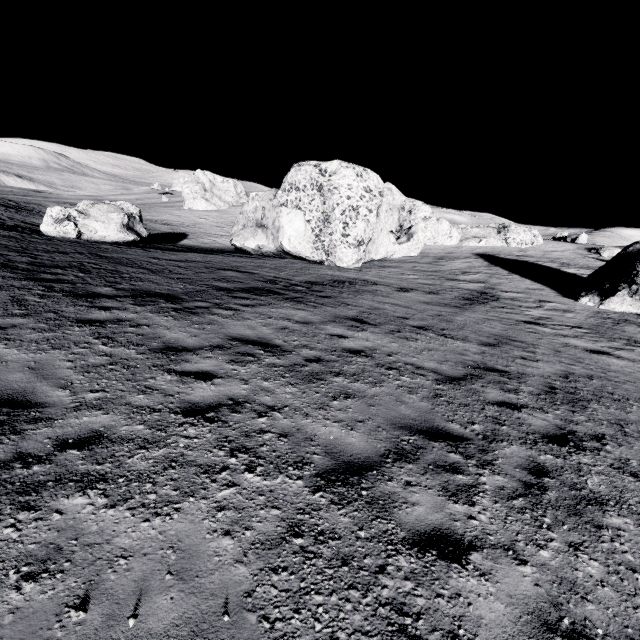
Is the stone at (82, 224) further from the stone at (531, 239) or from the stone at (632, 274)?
the stone at (632, 274)

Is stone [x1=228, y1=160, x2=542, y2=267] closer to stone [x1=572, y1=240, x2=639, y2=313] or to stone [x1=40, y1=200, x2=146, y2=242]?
stone [x1=40, y1=200, x2=146, y2=242]

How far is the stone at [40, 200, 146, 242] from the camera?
18.94m

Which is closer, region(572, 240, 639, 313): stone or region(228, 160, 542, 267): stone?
region(572, 240, 639, 313): stone

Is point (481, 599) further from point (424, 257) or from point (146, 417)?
point (424, 257)

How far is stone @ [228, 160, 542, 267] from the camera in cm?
2222

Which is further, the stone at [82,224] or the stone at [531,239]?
the stone at [531,239]

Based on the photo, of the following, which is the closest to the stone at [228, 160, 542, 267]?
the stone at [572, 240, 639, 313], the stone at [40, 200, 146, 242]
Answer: the stone at [40, 200, 146, 242]
